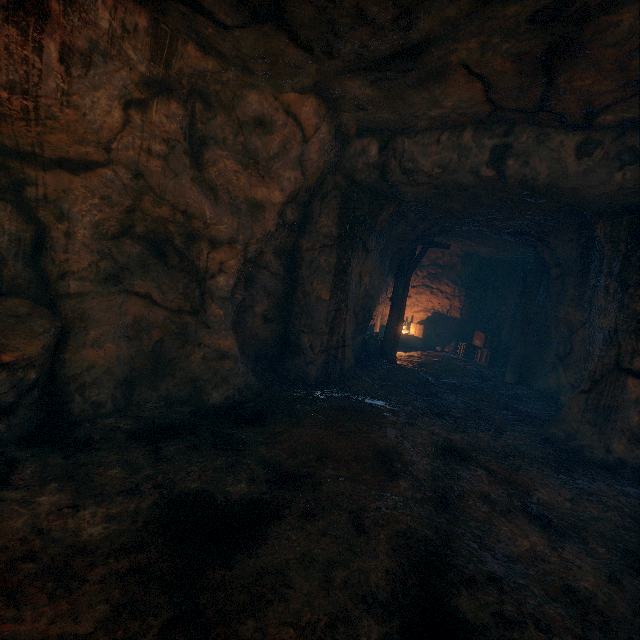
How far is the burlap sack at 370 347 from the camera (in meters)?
11.13

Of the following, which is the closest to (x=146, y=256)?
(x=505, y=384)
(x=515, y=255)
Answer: (x=505, y=384)

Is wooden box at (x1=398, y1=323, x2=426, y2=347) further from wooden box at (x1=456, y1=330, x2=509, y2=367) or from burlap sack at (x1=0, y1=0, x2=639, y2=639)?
burlap sack at (x1=0, y1=0, x2=639, y2=639)

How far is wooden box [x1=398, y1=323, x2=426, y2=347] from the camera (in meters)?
14.46

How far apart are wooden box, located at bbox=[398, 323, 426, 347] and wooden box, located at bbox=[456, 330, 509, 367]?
1.6m

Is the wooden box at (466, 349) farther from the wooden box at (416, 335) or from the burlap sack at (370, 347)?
the burlap sack at (370, 347)

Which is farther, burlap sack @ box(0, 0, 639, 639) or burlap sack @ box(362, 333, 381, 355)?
burlap sack @ box(362, 333, 381, 355)

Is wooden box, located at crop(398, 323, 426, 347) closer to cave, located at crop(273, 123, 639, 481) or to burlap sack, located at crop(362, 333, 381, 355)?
cave, located at crop(273, 123, 639, 481)
